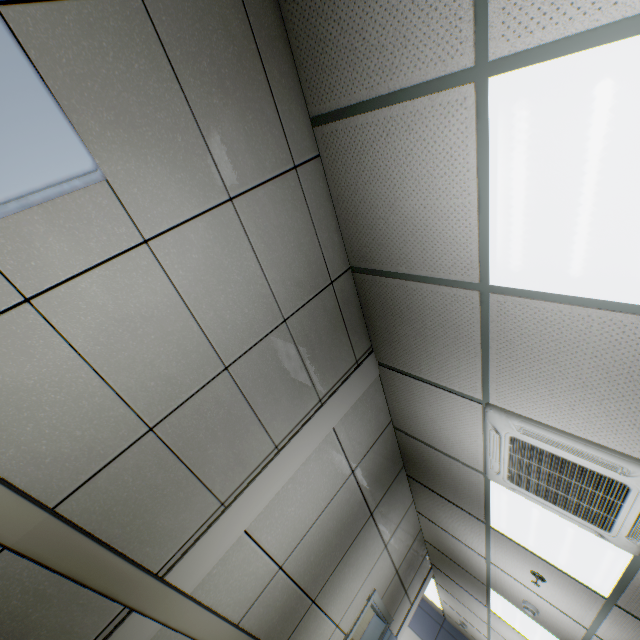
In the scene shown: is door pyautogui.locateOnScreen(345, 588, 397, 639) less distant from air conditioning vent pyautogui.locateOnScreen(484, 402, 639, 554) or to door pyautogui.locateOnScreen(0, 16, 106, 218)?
air conditioning vent pyautogui.locateOnScreen(484, 402, 639, 554)

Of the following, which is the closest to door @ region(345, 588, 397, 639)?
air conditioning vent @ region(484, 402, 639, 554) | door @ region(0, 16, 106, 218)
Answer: air conditioning vent @ region(484, 402, 639, 554)

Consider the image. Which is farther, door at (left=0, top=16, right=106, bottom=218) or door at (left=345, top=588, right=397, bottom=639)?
door at (left=345, top=588, right=397, bottom=639)

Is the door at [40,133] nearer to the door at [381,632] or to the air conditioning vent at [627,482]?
the air conditioning vent at [627,482]

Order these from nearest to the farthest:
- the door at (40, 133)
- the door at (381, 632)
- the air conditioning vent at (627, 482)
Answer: the door at (40, 133)
the air conditioning vent at (627, 482)
the door at (381, 632)

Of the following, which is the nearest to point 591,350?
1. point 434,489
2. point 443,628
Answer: point 434,489

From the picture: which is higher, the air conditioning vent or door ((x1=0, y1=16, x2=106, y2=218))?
the air conditioning vent
